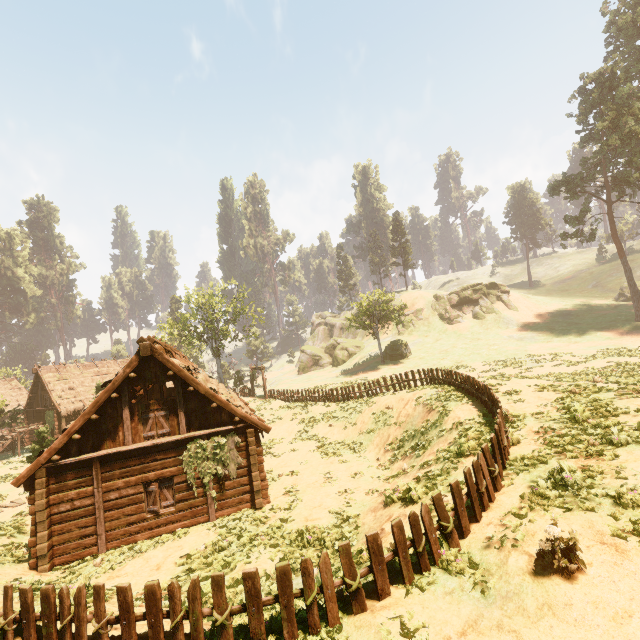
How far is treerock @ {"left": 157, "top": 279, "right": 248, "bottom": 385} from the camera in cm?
4059

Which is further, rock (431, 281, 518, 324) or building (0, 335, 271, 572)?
rock (431, 281, 518, 324)

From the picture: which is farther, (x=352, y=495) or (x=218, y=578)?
(x=352, y=495)

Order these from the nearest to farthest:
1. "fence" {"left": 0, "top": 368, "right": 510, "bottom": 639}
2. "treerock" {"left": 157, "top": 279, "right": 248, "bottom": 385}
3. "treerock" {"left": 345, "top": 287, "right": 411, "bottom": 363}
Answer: "fence" {"left": 0, "top": 368, "right": 510, "bottom": 639} → "treerock" {"left": 157, "top": 279, "right": 248, "bottom": 385} → "treerock" {"left": 345, "top": 287, "right": 411, "bottom": 363}

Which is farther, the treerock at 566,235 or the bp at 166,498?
the treerock at 566,235

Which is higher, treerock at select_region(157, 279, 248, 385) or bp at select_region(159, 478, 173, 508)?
treerock at select_region(157, 279, 248, 385)

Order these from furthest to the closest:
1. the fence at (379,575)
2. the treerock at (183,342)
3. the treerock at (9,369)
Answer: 1. the treerock at (9,369)
2. the treerock at (183,342)
3. the fence at (379,575)

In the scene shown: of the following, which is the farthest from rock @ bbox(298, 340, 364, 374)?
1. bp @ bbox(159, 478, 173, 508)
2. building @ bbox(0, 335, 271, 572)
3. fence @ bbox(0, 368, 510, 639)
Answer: bp @ bbox(159, 478, 173, 508)
